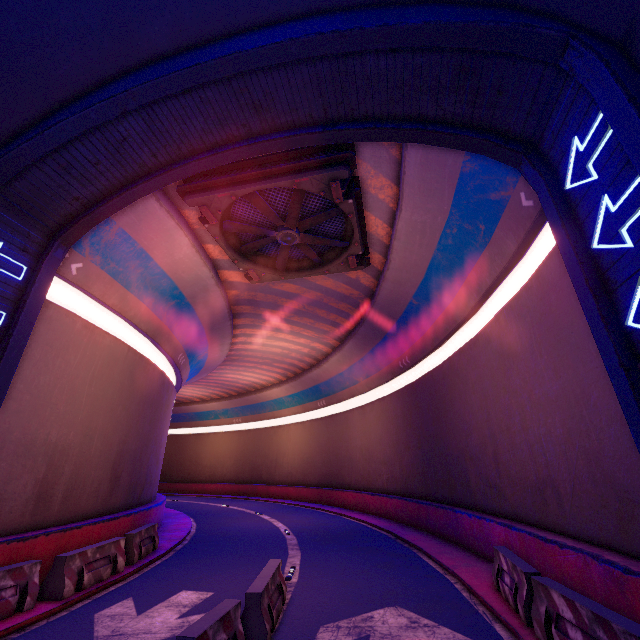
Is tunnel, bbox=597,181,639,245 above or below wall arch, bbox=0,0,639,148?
below

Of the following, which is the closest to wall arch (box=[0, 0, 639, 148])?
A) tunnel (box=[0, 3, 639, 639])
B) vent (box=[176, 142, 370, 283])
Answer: tunnel (box=[0, 3, 639, 639])

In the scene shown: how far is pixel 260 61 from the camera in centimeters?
725cm

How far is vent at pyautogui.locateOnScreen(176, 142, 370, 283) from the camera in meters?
9.7 m

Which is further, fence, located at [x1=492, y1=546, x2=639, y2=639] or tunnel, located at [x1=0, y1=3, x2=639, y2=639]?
tunnel, located at [x1=0, y1=3, x2=639, y2=639]

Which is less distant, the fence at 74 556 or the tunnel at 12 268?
the fence at 74 556

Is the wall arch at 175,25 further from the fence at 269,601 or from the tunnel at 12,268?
the fence at 269,601

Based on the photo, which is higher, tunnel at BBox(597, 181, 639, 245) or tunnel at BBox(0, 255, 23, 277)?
tunnel at BBox(0, 255, 23, 277)
